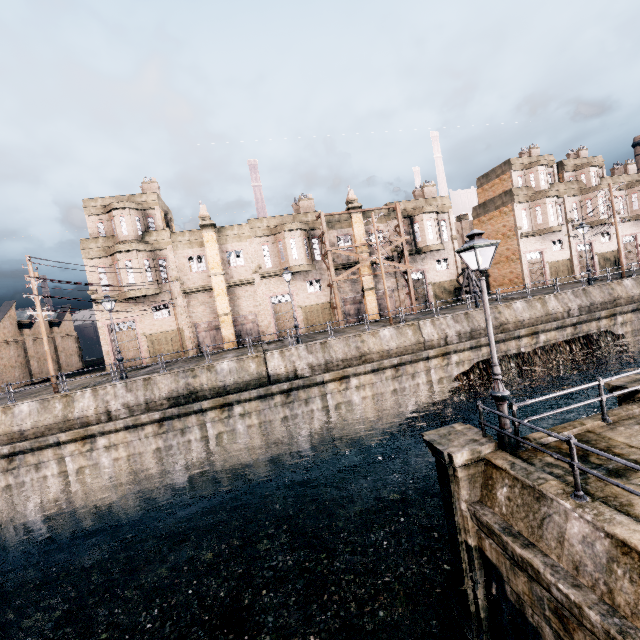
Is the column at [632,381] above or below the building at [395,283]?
below

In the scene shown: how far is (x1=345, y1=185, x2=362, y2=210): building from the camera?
34.2 meters

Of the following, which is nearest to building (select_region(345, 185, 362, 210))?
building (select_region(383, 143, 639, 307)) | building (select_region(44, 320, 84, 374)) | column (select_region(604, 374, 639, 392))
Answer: building (select_region(383, 143, 639, 307))

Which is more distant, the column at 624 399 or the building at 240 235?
the building at 240 235

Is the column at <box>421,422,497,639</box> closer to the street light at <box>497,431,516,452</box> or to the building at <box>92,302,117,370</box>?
the street light at <box>497,431,516,452</box>

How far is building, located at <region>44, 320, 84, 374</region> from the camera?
39.0m

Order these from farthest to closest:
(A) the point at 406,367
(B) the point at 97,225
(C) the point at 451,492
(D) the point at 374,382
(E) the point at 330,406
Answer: (B) the point at 97,225, (A) the point at 406,367, (D) the point at 374,382, (E) the point at 330,406, (C) the point at 451,492
